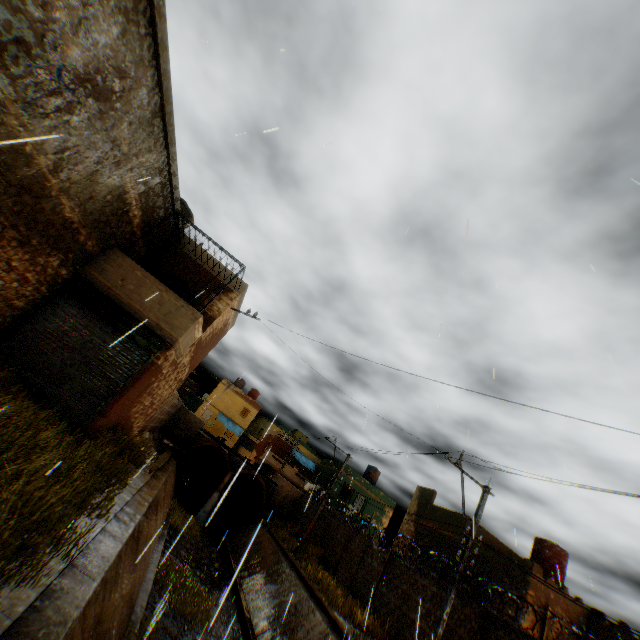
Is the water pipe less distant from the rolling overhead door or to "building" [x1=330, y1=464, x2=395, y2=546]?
"building" [x1=330, y1=464, x2=395, y2=546]

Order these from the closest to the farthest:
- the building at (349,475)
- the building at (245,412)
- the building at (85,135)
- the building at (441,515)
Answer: the building at (85,135) < the building at (441,515) < the building at (349,475) < the building at (245,412)

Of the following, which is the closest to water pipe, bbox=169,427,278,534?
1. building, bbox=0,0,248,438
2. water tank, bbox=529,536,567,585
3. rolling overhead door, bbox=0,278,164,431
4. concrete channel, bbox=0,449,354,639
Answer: concrete channel, bbox=0,449,354,639

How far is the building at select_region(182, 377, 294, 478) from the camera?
43.8m

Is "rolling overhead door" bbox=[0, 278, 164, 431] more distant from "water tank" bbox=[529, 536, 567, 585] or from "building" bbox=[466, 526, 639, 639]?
"water tank" bbox=[529, 536, 567, 585]

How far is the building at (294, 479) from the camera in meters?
34.1

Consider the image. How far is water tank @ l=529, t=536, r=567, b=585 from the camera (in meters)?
17.21

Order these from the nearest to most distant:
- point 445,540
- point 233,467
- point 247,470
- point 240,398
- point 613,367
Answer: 1. point 613,367
2. point 445,540
3. point 247,470
4. point 233,467
5. point 240,398
